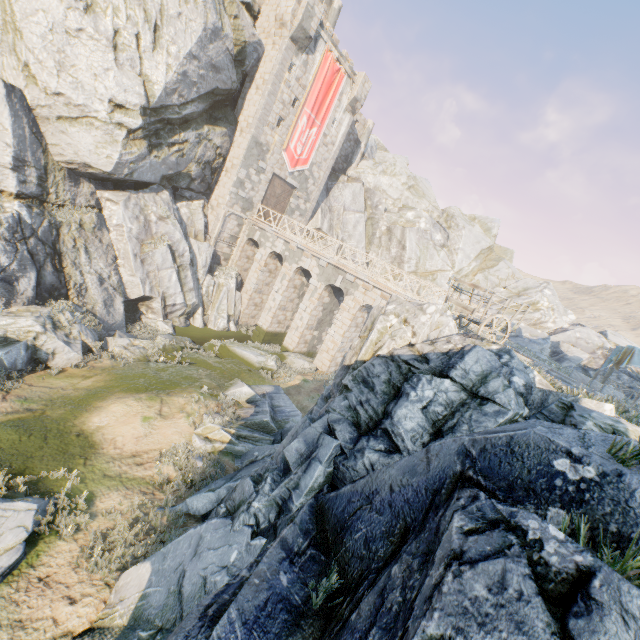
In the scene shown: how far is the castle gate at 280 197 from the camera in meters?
26.3 m

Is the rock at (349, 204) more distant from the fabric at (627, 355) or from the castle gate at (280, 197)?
the fabric at (627, 355)

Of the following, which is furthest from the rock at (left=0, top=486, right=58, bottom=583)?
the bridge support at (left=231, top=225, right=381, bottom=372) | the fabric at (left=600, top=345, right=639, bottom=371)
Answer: the fabric at (left=600, top=345, right=639, bottom=371)

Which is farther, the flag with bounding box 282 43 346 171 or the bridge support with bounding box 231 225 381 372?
the flag with bounding box 282 43 346 171

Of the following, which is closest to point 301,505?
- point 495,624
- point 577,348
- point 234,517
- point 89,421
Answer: point 234,517

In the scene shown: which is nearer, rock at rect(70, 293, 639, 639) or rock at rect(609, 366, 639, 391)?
rock at rect(70, 293, 639, 639)

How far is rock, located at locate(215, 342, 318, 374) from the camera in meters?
18.1

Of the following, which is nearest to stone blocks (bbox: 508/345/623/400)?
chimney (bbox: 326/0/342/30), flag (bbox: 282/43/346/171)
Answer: flag (bbox: 282/43/346/171)
